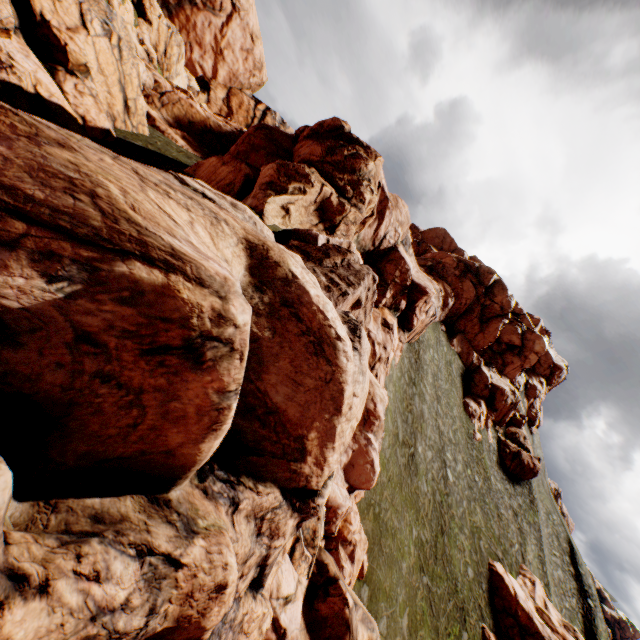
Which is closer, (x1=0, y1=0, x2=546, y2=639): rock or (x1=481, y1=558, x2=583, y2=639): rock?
(x1=0, y1=0, x2=546, y2=639): rock

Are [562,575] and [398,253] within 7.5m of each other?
no

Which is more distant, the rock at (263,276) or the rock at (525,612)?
the rock at (525,612)
